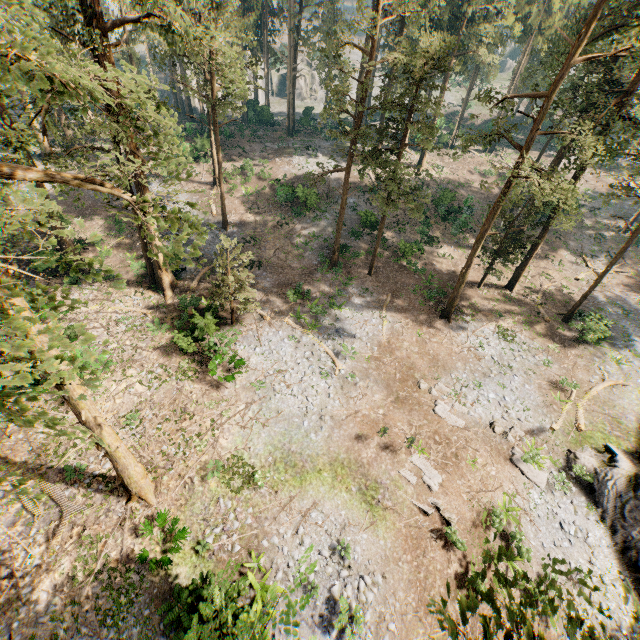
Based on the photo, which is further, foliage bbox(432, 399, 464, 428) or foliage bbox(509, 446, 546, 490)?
foliage bbox(432, 399, 464, 428)

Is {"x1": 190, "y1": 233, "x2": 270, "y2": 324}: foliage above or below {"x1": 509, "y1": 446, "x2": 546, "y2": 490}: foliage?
above

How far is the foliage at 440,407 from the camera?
19.6m

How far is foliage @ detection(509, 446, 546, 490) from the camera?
17.8 meters

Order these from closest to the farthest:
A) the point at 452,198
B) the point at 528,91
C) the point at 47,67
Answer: the point at 47,67
the point at 452,198
the point at 528,91

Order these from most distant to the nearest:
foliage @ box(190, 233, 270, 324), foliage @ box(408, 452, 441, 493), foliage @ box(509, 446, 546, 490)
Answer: foliage @ box(190, 233, 270, 324) < foliage @ box(509, 446, 546, 490) < foliage @ box(408, 452, 441, 493)
